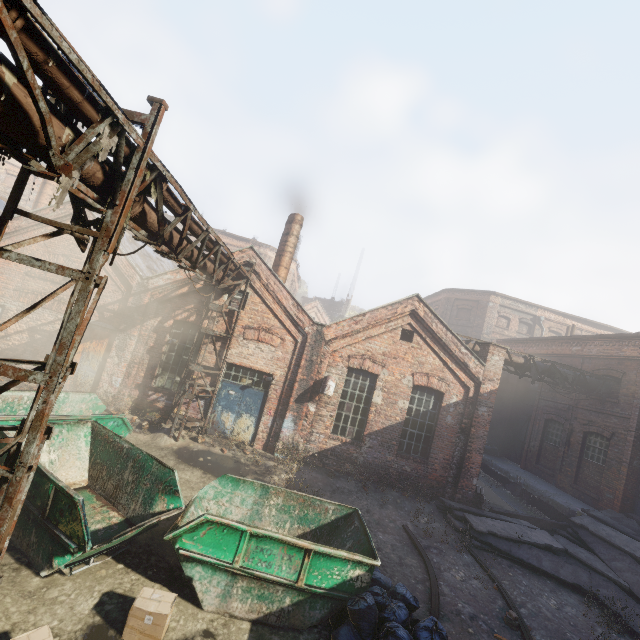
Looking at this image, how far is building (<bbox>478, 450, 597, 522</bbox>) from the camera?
13.6m

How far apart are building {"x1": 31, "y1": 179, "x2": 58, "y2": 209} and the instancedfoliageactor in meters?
26.9 m

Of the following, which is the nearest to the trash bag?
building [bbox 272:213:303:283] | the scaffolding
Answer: the scaffolding

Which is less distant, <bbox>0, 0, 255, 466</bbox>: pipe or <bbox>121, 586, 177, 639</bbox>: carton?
<bbox>0, 0, 255, 466</bbox>: pipe

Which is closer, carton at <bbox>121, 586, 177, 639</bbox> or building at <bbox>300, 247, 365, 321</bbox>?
carton at <bbox>121, 586, 177, 639</bbox>

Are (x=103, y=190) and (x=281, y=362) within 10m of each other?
yes

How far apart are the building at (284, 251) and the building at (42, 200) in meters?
15.0

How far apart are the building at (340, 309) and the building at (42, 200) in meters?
31.9 m
